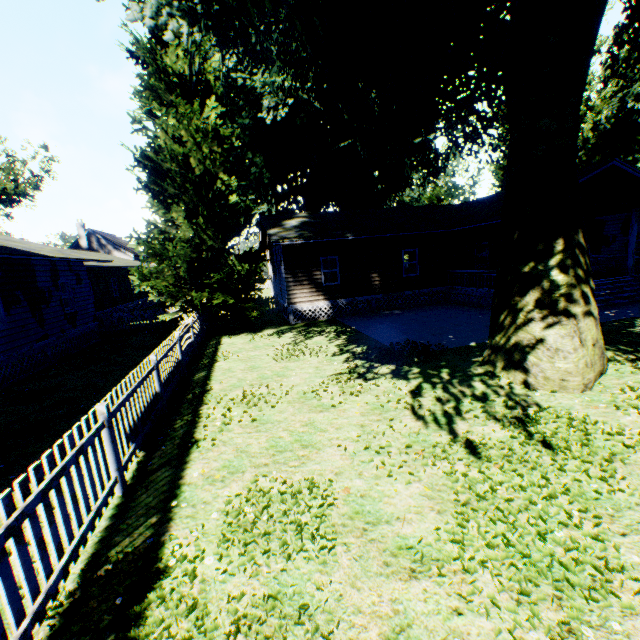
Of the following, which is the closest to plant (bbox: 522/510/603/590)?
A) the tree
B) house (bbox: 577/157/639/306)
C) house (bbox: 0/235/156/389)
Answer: house (bbox: 577/157/639/306)

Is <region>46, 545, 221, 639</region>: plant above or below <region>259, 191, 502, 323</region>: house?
below

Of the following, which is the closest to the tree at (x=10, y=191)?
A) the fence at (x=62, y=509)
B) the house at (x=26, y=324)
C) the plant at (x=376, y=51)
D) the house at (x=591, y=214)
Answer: the fence at (x=62, y=509)

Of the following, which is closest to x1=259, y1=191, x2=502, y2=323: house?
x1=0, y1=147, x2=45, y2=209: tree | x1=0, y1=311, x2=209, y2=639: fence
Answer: x1=0, y1=311, x2=209, y2=639: fence

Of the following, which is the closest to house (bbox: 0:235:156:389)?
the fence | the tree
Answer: the fence

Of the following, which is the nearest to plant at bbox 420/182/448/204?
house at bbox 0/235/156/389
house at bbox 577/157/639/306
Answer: house at bbox 577/157/639/306

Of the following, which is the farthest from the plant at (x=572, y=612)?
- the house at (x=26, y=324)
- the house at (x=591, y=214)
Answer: the house at (x=26, y=324)

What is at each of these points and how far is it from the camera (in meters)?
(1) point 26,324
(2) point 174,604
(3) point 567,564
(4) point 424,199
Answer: (1) house, 12.66
(2) plant, 3.24
(3) plant, 3.25
(4) plant, 58.81
